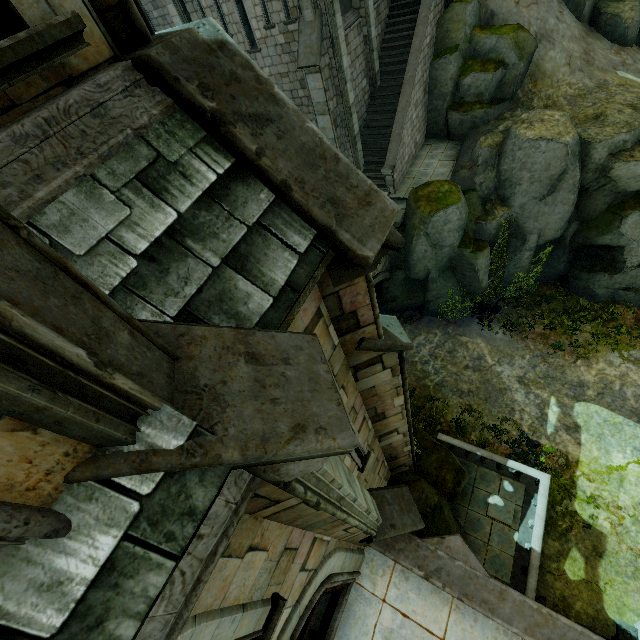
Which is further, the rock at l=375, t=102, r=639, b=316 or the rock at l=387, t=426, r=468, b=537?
the rock at l=375, t=102, r=639, b=316

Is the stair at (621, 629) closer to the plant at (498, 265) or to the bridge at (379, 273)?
the bridge at (379, 273)

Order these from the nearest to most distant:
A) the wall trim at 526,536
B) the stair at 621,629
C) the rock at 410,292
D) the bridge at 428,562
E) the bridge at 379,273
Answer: the bridge at 428,562 → the stair at 621,629 → the wall trim at 526,536 → the rock at 410,292 → the bridge at 379,273

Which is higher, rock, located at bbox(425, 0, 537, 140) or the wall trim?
rock, located at bbox(425, 0, 537, 140)

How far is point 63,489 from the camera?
1.3 meters

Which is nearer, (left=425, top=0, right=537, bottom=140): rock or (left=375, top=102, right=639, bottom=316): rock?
(left=375, top=102, right=639, bottom=316): rock

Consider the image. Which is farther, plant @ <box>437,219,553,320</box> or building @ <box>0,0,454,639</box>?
plant @ <box>437,219,553,320</box>

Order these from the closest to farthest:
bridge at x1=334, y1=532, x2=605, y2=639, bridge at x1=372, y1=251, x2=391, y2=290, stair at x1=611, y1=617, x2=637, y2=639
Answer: bridge at x1=334, y1=532, x2=605, y2=639, stair at x1=611, y1=617, x2=637, y2=639, bridge at x1=372, y1=251, x2=391, y2=290
